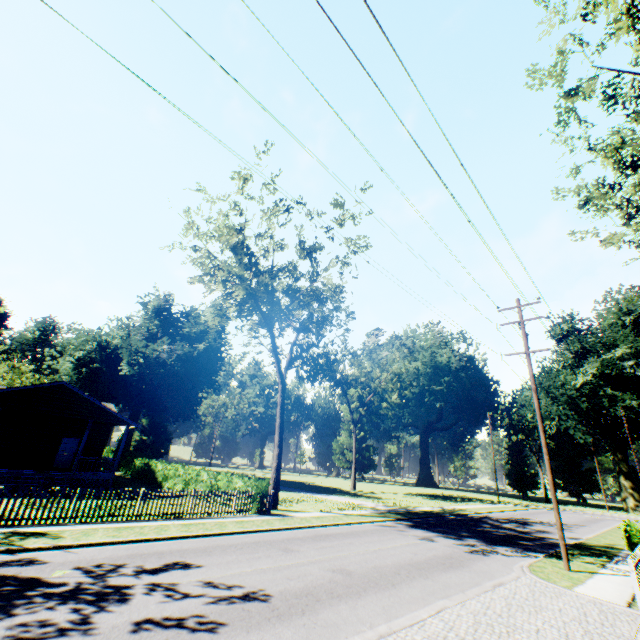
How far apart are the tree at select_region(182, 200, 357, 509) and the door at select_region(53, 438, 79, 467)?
16.7m

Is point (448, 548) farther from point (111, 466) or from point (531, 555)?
point (111, 466)

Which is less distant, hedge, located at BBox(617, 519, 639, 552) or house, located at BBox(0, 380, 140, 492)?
hedge, located at BBox(617, 519, 639, 552)

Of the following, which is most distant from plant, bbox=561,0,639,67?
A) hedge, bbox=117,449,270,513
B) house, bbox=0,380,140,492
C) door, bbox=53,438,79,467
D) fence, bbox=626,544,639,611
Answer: door, bbox=53,438,79,467

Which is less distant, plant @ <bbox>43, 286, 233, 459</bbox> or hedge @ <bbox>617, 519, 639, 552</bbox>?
hedge @ <bbox>617, 519, 639, 552</bbox>

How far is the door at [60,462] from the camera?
25.1 meters

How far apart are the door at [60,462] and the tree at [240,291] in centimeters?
1670cm

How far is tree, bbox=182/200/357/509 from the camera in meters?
21.8
